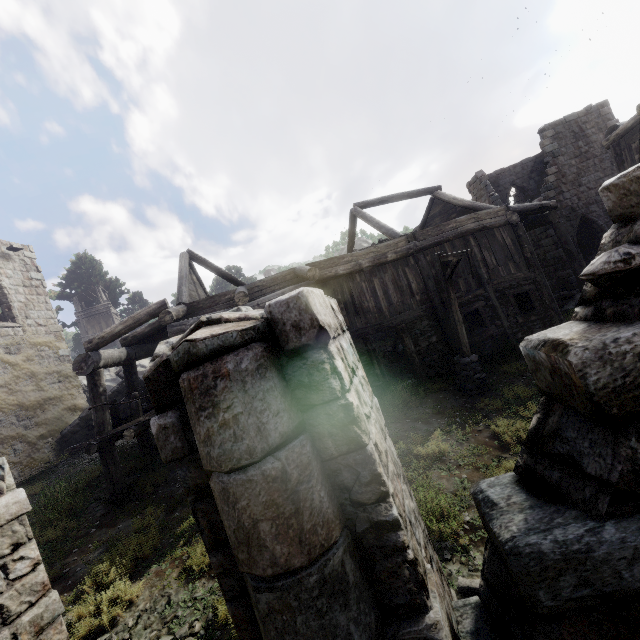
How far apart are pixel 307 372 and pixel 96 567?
8.0 meters

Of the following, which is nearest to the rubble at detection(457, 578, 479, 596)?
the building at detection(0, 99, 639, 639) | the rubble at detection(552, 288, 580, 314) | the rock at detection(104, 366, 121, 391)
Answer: the building at detection(0, 99, 639, 639)

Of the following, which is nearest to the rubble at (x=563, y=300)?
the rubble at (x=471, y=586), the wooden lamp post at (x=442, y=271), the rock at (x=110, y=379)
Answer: the wooden lamp post at (x=442, y=271)

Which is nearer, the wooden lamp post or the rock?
the wooden lamp post

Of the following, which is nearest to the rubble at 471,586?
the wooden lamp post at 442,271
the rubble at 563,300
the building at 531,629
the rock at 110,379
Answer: the building at 531,629

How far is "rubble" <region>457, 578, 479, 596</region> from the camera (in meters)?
4.35

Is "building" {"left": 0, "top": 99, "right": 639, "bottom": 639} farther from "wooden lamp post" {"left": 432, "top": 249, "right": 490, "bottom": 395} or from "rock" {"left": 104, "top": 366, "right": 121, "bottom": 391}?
"rock" {"left": 104, "top": 366, "right": 121, "bottom": 391}

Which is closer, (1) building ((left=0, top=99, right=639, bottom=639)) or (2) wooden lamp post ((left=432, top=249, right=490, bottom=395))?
(1) building ((left=0, top=99, right=639, bottom=639))
